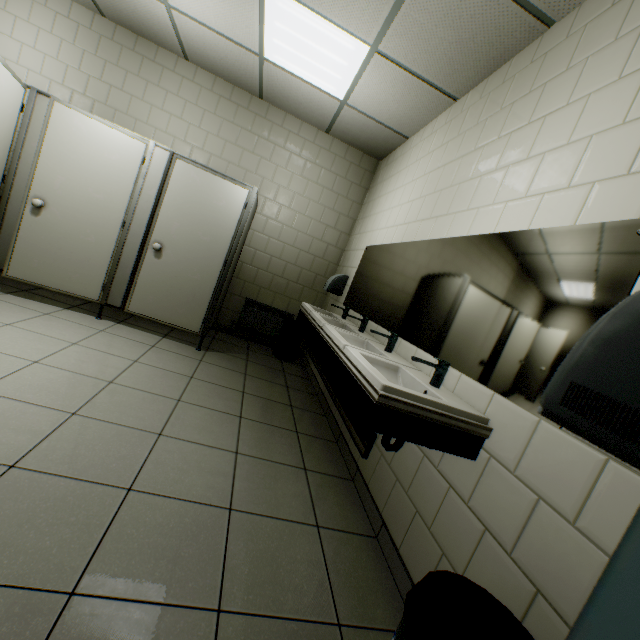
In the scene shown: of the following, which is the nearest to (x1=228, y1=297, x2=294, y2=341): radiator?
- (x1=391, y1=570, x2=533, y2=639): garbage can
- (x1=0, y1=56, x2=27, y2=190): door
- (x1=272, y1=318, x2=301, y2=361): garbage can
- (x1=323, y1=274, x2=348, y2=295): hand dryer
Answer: (x1=272, y1=318, x2=301, y2=361): garbage can

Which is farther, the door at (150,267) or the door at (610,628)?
the door at (150,267)

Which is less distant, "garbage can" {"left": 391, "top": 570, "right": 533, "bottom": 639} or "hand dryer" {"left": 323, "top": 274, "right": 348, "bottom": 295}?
"garbage can" {"left": 391, "top": 570, "right": 533, "bottom": 639}

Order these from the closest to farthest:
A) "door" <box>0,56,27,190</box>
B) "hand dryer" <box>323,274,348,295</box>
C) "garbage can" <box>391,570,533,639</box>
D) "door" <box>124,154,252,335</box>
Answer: "garbage can" <box>391,570,533,639</box> → "door" <box>0,56,27,190</box> → "door" <box>124,154,252,335</box> → "hand dryer" <box>323,274,348,295</box>

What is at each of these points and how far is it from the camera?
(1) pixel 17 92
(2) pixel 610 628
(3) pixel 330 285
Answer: (1) door, 2.8 meters
(2) door, 0.3 meters
(3) hand dryer, 4.3 meters

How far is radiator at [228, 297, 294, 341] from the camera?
4.84m

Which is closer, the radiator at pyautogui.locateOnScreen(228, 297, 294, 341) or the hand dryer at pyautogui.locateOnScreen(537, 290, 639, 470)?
the hand dryer at pyautogui.locateOnScreen(537, 290, 639, 470)

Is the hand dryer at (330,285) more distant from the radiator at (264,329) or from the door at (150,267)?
the door at (150,267)
